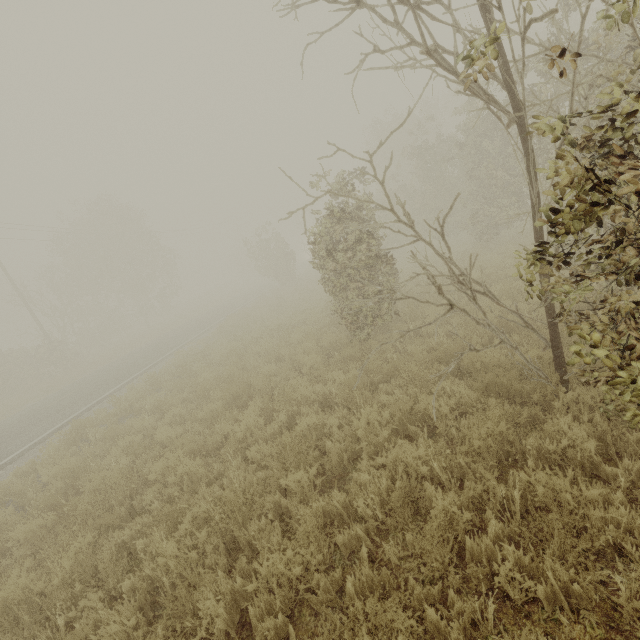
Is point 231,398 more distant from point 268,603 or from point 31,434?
point 31,434

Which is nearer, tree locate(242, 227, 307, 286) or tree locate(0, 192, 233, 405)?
tree locate(0, 192, 233, 405)

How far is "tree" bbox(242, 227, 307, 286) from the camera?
28.89m

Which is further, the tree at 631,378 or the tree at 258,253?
the tree at 258,253

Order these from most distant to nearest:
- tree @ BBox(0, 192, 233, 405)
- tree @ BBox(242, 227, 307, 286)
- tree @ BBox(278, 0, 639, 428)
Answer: tree @ BBox(242, 227, 307, 286) < tree @ BBox(0, 192, 233, 405) < tree @ BBox(278, 0, 639, 428)

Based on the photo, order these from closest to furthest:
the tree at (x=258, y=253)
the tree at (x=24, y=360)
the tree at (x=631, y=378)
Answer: the tree at (x=631, y=378) < the tree at (x=24, y=360) < the tree at (x=258, y=253)
